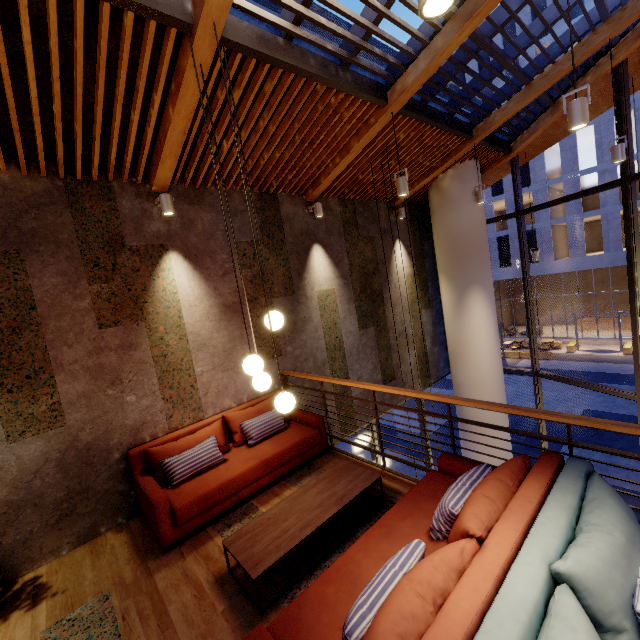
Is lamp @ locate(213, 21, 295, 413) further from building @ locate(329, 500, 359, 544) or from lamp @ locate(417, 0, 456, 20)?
lamp @ locate(417, 0, 456, 20)

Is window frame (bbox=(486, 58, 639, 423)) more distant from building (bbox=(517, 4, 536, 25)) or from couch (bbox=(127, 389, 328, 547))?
building (bbox=(517, 4, 536, 25))

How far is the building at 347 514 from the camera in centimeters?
321cm

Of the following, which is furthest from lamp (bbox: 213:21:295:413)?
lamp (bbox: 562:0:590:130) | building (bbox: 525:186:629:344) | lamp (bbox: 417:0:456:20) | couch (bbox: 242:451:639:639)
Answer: building (bbox: 525:186:629:344)

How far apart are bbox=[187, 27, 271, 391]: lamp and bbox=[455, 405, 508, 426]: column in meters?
5.7

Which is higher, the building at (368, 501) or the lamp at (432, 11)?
the lamp at (432, 11)

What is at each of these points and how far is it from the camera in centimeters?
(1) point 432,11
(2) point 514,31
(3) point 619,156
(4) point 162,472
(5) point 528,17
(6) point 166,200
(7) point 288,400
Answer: (1) lamp, 140cm
(2) building, 2636cm
(3) lamp, 475cm
(4) couch, 385cm
(5) building, 2370cm
(6) lamp, 416cm
(7) lamp, 289cm

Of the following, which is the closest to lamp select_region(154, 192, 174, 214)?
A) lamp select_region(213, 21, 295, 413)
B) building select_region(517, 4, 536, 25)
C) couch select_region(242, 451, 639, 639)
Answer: lamp select_region(213, 21, 295, 413)
